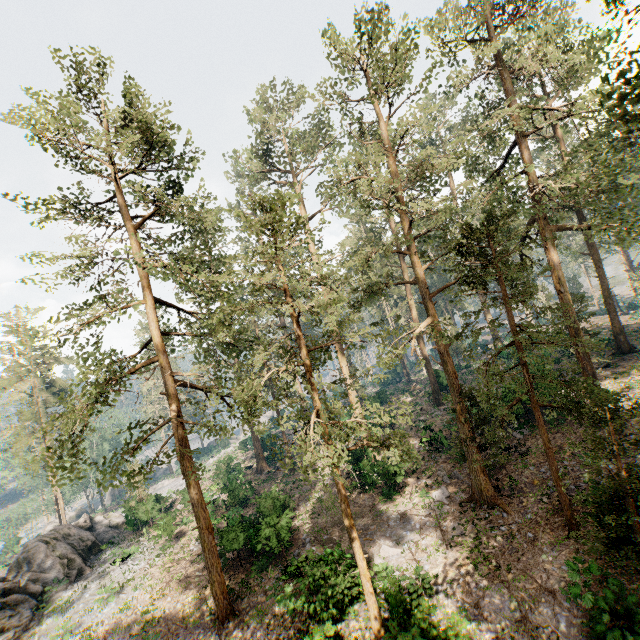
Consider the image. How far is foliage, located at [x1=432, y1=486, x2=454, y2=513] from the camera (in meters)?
18.42

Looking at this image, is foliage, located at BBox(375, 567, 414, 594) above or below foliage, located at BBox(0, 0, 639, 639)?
below

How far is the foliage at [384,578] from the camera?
13.0 meters

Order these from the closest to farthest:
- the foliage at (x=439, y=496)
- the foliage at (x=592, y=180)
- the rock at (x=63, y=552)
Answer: the foliage at (x=592, y=180) < the foliage at (x=439, y=496) < the rock at (x=63, y=552)

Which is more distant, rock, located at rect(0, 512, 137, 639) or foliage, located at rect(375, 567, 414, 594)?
rock, located at rect(0, 512, 137, 639)

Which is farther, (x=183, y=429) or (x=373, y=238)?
(x=373, y=238)
